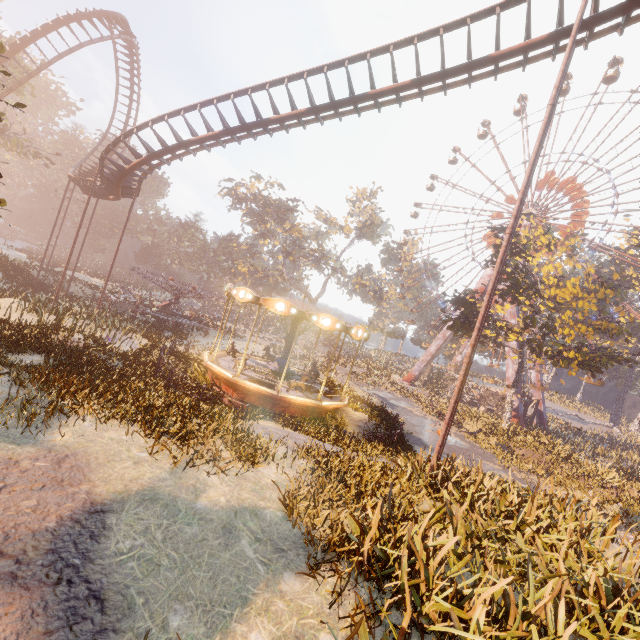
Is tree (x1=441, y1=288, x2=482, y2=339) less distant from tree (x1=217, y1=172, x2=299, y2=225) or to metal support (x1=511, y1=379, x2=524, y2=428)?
metal support (x1=511, y1=379, x2=524, y2=428)

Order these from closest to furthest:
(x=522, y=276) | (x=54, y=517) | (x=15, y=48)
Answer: (x=54, y=517)
(x=15, y=48)
(x=522, y=276)

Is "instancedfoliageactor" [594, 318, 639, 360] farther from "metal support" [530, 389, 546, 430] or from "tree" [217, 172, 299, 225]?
"tree" [217, 172, 299, 225]

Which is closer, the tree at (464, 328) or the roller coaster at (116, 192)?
the roller coaster at (116, 192)

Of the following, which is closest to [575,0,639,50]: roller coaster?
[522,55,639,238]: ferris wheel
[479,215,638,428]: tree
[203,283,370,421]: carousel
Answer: [203,283,370,421]: carousel

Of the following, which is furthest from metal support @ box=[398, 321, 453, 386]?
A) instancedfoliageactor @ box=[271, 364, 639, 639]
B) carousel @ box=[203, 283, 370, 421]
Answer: instancedfoliageactor @ box=[271, 364, 639, 639]

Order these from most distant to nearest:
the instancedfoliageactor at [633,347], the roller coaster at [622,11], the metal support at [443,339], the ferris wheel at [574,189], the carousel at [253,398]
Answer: the instancedfoliageactor at [633,347] → the metal support at [443,339] → the ferris wheel at [574,189] → the carousel at [253,398] → the roller coaster at [622,11]

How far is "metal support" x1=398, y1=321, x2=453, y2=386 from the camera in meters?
45.4
